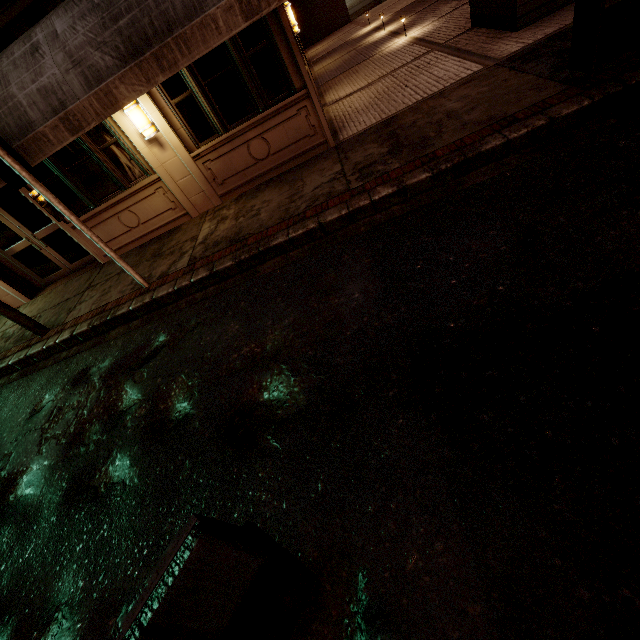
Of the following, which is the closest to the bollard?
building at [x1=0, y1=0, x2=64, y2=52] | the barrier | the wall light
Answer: building at [x1=0, y1=0, x2=64, y2=52]

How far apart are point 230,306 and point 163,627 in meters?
3.9 m

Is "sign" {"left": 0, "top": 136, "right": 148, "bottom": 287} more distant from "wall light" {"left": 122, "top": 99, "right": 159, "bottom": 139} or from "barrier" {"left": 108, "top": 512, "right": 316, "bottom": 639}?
"barrier" {"left": 108, "top": 512, "right": 316, "bottom": 639}

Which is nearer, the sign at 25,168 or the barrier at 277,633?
the barrier at 277,633

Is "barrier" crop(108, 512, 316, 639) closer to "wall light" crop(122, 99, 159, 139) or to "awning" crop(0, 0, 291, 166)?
"awning" crop(0, 0, 291, 166)

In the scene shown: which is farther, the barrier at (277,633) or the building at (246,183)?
the building at (246,183)

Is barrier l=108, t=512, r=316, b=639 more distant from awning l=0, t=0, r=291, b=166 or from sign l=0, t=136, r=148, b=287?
awning l=0, t=0, r=291, b=166

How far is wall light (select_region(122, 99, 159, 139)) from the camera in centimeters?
644cm
